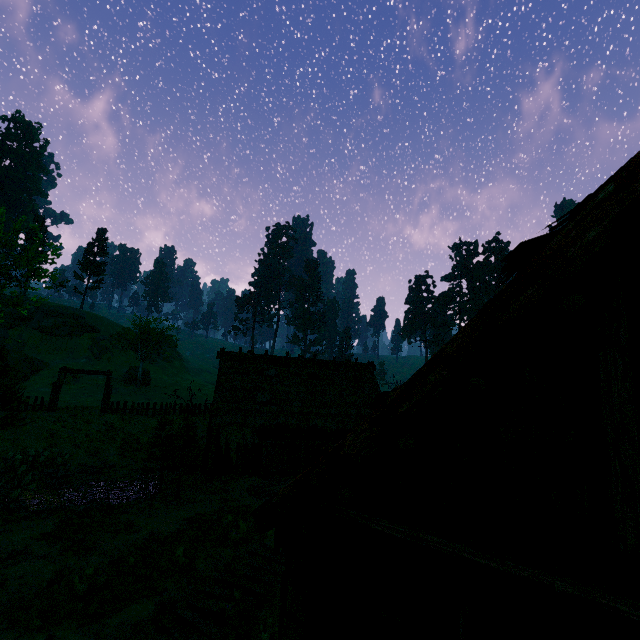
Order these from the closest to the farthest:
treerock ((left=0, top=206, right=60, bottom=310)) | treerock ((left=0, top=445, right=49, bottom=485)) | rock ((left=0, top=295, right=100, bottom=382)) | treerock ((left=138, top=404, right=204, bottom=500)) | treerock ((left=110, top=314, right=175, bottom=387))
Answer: treerock ((left=138, top=404, right=204, bottom=500))
treerock ((left=0, top=445, right=49, bottom=485))
treerock ((left=0, top=206, right=60, bottom=310))
rock ((left=0, top=295, right=100, bottom=382))
treerock ((left=110, top=314, right=175, bottom=387))

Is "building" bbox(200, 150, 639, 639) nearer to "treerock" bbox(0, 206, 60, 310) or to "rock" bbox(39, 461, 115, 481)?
"treerock" bbox(0, 206, 60, 310)

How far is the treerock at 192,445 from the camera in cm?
1441

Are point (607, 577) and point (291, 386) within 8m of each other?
no

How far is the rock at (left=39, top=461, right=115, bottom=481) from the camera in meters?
17.4

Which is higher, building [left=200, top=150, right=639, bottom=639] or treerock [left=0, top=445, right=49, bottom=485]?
building [left=200, top=150, right=639, bottom=639]

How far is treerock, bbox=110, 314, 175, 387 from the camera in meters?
43.0

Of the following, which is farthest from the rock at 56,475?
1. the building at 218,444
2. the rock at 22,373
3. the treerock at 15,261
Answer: the rock at 22,373
